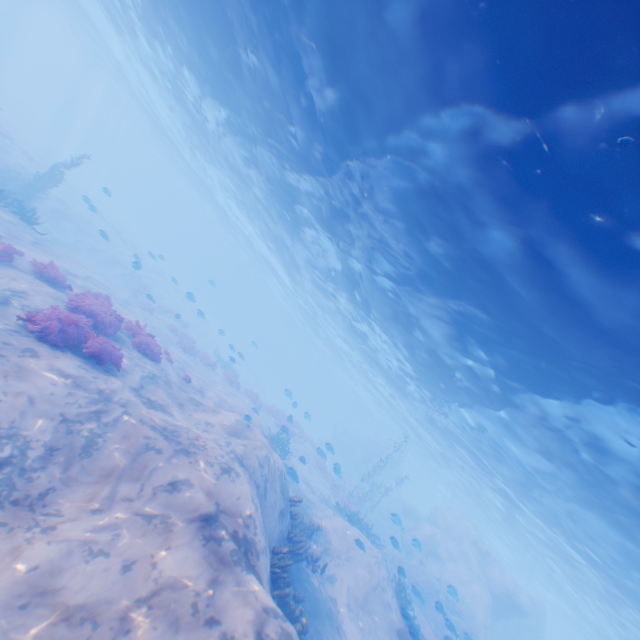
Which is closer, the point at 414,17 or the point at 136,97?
the point at 414,17

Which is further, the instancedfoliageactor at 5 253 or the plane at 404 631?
the plane at 404 631

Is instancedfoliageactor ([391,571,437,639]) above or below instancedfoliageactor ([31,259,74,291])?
above

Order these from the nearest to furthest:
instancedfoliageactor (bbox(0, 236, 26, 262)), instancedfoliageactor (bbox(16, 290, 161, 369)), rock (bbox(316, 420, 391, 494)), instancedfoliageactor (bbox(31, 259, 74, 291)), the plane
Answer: instancedfoliageactor (bbox(16, 290, 161, 369)), instancedfoliageactor (bbox(0, 236, 26, 262)), the plane, instancedfoliageactor (bbox(31, 259, 74, 291)), rock (bbox(316, 420, 391, 494))

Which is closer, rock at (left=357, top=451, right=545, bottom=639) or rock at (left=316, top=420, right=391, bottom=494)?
rock at (left=357, top=451, right=545, bottom=639)

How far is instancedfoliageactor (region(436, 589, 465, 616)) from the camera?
21.9m

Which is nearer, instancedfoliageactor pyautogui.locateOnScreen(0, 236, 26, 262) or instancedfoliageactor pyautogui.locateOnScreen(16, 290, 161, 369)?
instancedfoliageactor pyautogui.locateOnScreen(16, 290, 161, 369)

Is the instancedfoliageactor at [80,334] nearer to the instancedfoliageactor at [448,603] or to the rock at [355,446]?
the instancedfoliageactor at [448,603]
